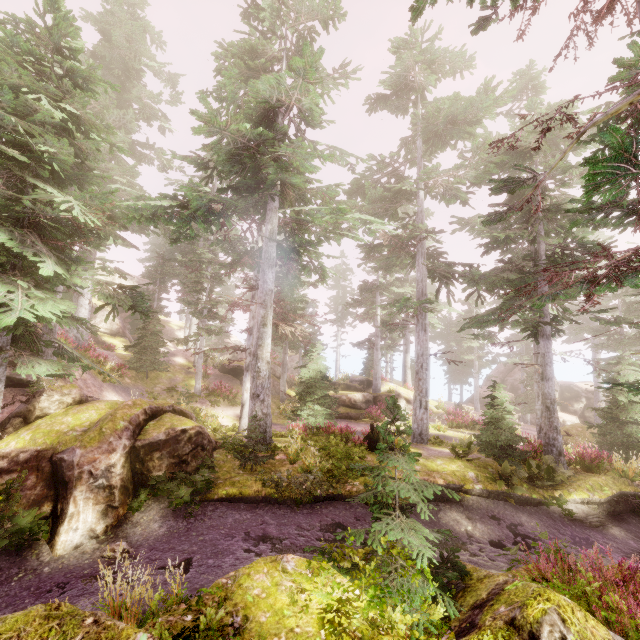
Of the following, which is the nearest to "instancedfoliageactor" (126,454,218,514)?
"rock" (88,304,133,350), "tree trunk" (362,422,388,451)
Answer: "rock" (88,304,133,350)

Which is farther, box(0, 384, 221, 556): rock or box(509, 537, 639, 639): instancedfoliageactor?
box(0, 384, 221, 556): rock

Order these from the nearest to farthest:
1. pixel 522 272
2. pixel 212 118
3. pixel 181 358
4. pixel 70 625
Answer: pixel 70 625, pixel 212 118, pixel 522 272, pixel 181 358

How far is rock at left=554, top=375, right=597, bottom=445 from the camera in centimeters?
2712cm

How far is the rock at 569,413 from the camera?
27.1m

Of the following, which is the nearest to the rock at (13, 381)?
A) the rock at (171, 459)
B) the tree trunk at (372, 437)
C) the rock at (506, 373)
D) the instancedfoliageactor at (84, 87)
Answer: the instancedfoliageactor at (84, 87)

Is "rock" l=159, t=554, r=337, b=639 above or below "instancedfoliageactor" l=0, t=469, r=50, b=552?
above

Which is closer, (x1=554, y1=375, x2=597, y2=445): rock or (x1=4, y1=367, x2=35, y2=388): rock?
(x1=4, y1=367, x2=35, y2=388): rock
